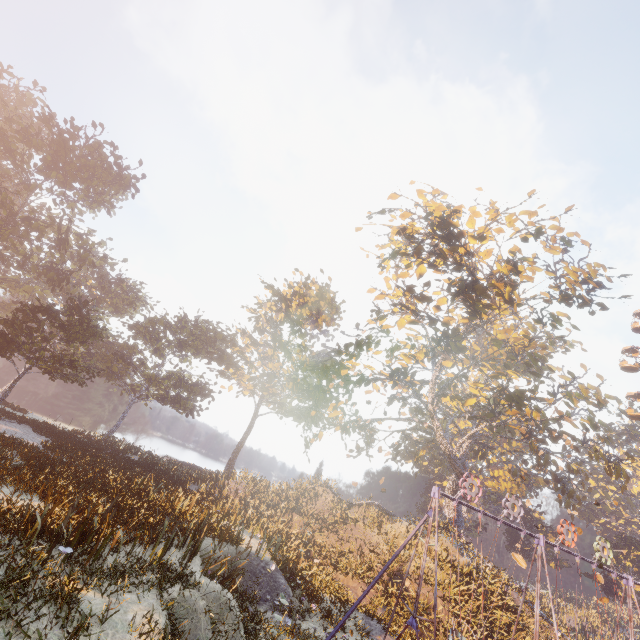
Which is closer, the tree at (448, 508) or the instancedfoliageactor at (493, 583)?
the instancedfoliageactor at (493, 583)

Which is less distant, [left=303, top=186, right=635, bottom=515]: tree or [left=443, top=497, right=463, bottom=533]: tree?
[left=303, top=186, right=635, bottom=515]: tree

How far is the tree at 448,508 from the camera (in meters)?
29.65

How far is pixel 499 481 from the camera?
49.1m

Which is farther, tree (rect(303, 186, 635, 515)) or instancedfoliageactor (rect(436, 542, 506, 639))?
tree (rect(303, 186, 635, 515))

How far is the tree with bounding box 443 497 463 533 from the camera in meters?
29.6

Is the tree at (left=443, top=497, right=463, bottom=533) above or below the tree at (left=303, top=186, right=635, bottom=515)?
below
